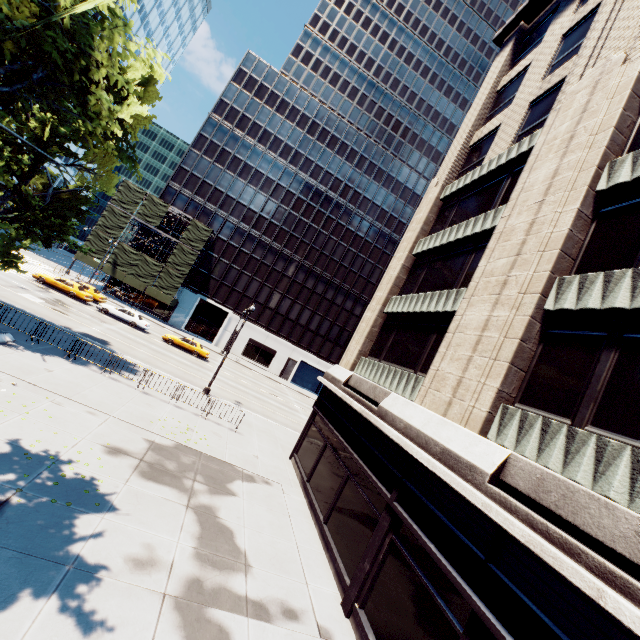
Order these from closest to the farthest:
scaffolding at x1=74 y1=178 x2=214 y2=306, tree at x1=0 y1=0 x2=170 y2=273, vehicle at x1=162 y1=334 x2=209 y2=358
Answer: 1. tree at x1=0 y1=0 x2=170 y2=273
2. vehicle at x1=162 y1=334 x2=209 y2=358
3. scaffolding at x1=74 y1=178 x2=214 y2=306

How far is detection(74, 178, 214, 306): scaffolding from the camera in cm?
4425

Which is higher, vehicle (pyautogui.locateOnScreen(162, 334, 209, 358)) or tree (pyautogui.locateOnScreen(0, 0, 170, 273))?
tree (pyautogui.locateOnScreen(0, 0, 170, 273))

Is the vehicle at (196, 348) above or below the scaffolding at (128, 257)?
below

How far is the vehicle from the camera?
34.6m

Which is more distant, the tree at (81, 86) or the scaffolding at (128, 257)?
the scaffolding at (128, 257)

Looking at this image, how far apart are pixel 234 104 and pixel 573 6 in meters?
48.5

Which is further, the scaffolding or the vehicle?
the scaffolding
